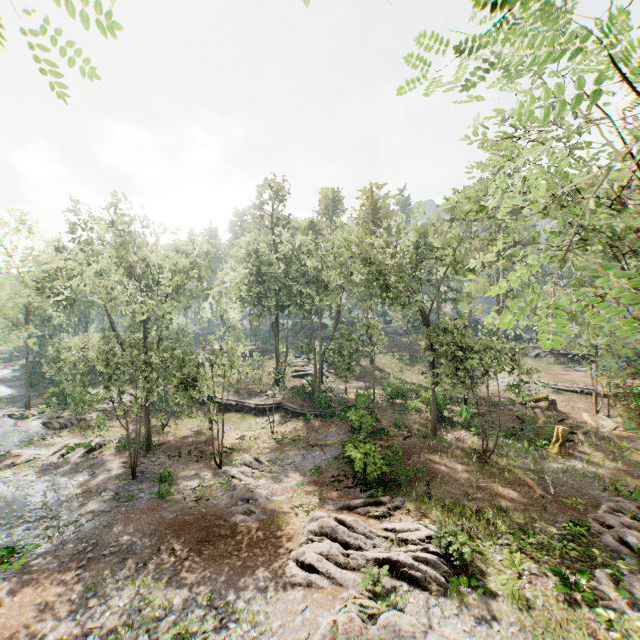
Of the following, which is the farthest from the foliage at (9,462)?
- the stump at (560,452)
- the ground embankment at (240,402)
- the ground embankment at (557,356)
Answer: the stump at (560,452)

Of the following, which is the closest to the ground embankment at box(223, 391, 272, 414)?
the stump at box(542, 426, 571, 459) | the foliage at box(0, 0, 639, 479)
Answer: the foliage at box(0, 0, 639, 479)

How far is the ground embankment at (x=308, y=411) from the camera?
30.4 meters

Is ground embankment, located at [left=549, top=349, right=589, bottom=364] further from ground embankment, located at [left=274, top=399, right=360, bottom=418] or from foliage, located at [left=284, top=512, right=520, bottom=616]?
ground embankment, located at [left=274, top=399, right=360, bottom=418]

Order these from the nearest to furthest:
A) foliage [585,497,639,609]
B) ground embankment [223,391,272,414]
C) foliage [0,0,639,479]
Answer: foliage [0,0,639,479] → foliage [585,497,639,609] → ground embankment [223,391,272,414]

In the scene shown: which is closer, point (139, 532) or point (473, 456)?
point (139, 532)

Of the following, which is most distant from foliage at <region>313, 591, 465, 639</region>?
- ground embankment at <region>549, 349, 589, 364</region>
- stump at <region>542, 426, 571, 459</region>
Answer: stump at <region>542, 426, 571, 459</region>

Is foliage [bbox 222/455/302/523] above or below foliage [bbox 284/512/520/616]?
below
